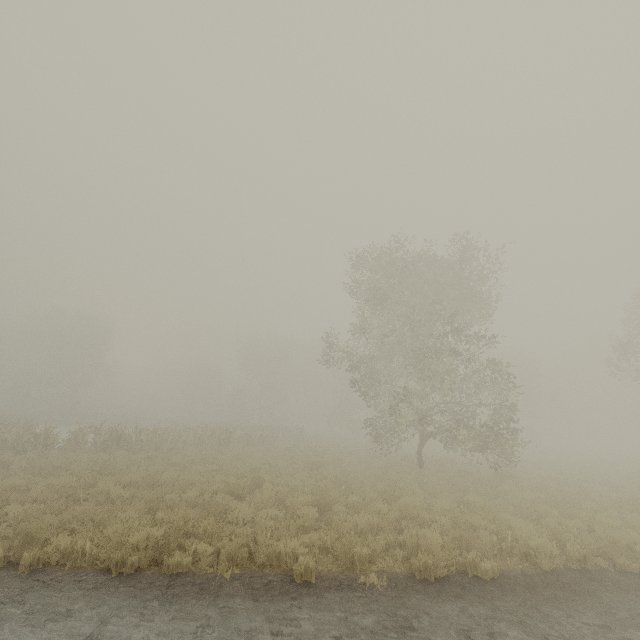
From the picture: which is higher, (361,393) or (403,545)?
(361,393)
